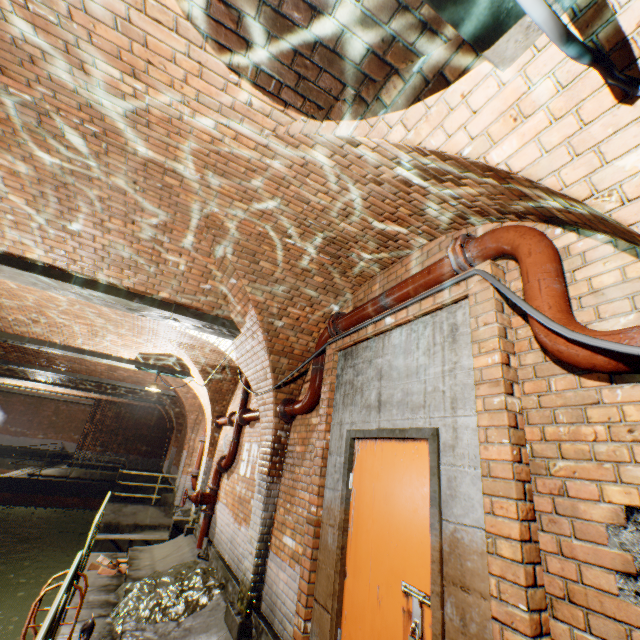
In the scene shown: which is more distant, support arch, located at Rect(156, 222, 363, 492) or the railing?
support arch, located at Rect(156, 222, 363, 492)

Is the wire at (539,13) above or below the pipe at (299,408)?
above

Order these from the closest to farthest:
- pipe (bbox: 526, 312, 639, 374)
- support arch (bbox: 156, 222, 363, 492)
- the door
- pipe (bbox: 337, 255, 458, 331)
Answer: pipe (bbox: 526, 312, 639, 374) < the door < pipe (bbox: 337, 255, 458, 331) < support arch (bbox: 156, 222, 363, 492)

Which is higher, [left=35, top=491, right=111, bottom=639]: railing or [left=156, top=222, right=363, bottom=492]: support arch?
[left=156, top=222, right=363, bottom=492]: support arch

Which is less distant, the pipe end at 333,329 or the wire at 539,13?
the wire at 539,13

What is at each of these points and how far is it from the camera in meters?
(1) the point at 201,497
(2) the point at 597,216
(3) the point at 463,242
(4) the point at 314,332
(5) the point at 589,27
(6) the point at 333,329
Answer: (1) valve, 7.3 m
(2) support arch, 1.6 m
(3) pipe end, 2.6 m
(4) support arch, 4.8 m
(5) support arch, 1.2 m
(6) pipe end, 4.1 m

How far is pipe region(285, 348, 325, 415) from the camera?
4.32m

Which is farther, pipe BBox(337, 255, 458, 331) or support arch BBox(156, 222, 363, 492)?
support arch BBox(156, 222, 363, 492)
